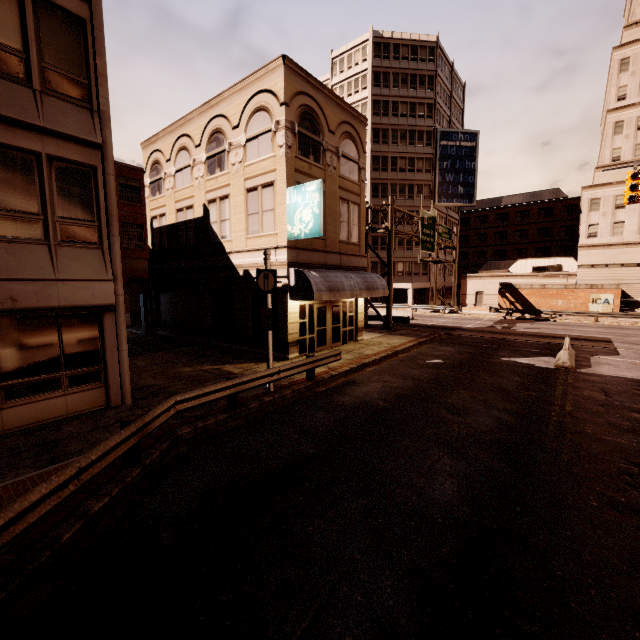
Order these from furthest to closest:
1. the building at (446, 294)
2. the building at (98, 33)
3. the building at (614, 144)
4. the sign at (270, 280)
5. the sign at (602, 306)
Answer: the building at (446, 294)
the building at (614, 144)
the sign at (602, 306)
the sign at (270, 280)
the building at (98, 33)

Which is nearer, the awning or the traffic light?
the awning

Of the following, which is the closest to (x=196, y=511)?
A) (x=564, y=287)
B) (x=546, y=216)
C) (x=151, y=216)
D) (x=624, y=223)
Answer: (x=151, y=216)

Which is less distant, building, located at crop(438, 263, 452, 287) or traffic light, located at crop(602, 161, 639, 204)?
traffic light, located at crop(602, 161, 639, 204)

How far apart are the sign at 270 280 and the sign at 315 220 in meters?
3.5 m

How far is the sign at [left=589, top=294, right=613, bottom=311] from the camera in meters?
31.4

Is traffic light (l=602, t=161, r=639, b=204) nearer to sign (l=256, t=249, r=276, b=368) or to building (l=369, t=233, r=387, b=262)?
sign (l=256, t=249, r=276, b=368)
